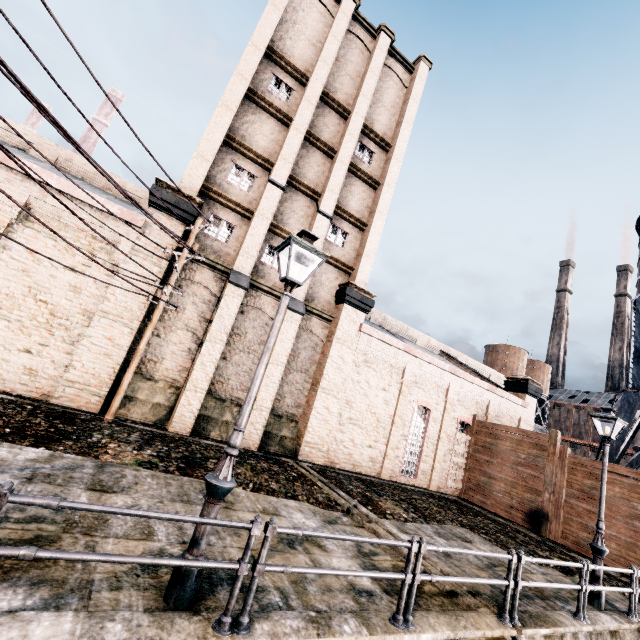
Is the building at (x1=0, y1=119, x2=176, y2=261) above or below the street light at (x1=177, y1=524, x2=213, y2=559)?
above

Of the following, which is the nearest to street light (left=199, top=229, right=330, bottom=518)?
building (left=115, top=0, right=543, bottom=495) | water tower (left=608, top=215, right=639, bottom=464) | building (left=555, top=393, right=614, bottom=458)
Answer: building (left=115, top=0, right=543, bottom=495)

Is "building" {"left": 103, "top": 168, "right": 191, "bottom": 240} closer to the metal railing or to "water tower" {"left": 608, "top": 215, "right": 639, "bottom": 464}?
"water tower" {"left": 608, "top": 215, "right": 639, "bottom": 464}

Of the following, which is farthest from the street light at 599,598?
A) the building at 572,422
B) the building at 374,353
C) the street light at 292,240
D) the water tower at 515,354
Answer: the building at 572,422

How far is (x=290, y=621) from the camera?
4.4m

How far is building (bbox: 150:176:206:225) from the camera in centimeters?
1431cm

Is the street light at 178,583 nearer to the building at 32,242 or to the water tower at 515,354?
the building at 32,242

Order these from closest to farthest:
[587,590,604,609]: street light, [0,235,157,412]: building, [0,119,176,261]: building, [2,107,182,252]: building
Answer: [587,590,604,609]: street light → [0,235,157,412]: building → [0,119,176,261]: building → [2,107,182,252]: building
